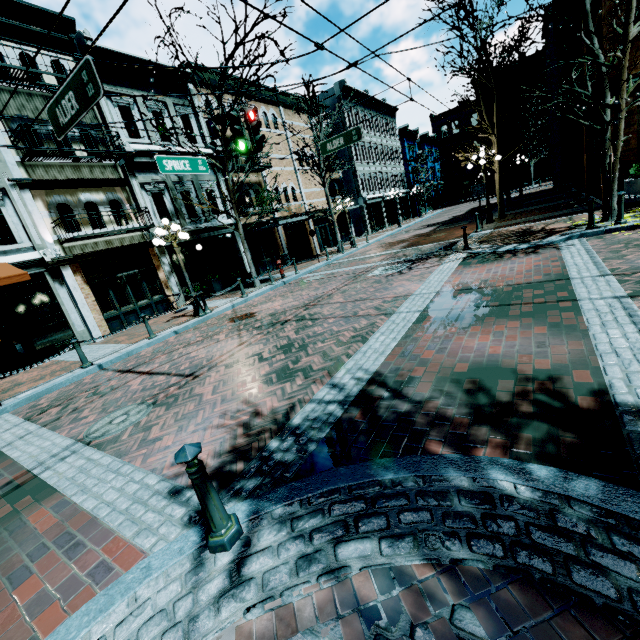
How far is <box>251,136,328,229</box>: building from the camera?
22.09m

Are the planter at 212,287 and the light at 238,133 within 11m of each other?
yes

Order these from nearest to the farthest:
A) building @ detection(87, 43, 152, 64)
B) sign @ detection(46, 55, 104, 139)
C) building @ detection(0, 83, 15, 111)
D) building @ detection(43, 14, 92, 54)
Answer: sign @ detection(46, 55, 104, 139) → building @ detection(0, 83, 15, 111) → building @ detection(43, 14, 92, 54) → building @ detection(87, 43, 152, 64)

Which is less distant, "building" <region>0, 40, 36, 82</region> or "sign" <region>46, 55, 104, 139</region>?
"sign" <region>46, 55, 104, 139</region>

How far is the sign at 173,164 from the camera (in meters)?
8.66

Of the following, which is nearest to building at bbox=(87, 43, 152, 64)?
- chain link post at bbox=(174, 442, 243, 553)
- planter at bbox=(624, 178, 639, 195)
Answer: chain link post at bbox=(174, 442, 243, 553)

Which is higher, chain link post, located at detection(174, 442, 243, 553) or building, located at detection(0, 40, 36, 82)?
building, located at detection(0, 40, 36, 82)

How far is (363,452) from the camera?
3.13m
